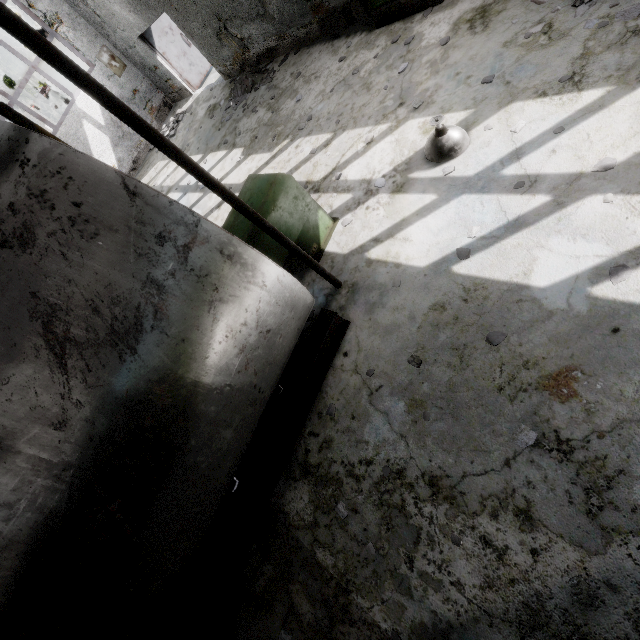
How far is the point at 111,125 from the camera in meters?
12.3

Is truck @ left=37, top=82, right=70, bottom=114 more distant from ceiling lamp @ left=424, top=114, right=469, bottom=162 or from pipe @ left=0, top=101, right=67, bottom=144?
ceiling lamp @ left=424, top=114, right=469, bottom=162

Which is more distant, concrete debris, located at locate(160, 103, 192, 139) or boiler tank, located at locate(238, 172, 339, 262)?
concrete debris, located at locate(160, 103, 192, 139)

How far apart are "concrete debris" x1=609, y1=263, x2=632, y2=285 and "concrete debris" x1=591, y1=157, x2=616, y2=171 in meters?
1.1

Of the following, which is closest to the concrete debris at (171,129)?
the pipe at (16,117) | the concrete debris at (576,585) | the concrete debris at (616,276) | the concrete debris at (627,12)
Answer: the pipe at (16,117)

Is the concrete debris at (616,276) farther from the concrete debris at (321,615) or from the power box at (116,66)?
the power box at (116,66)

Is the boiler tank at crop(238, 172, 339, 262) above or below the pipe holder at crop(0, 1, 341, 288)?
below

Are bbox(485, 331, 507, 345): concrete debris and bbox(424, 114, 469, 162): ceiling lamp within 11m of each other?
yes
